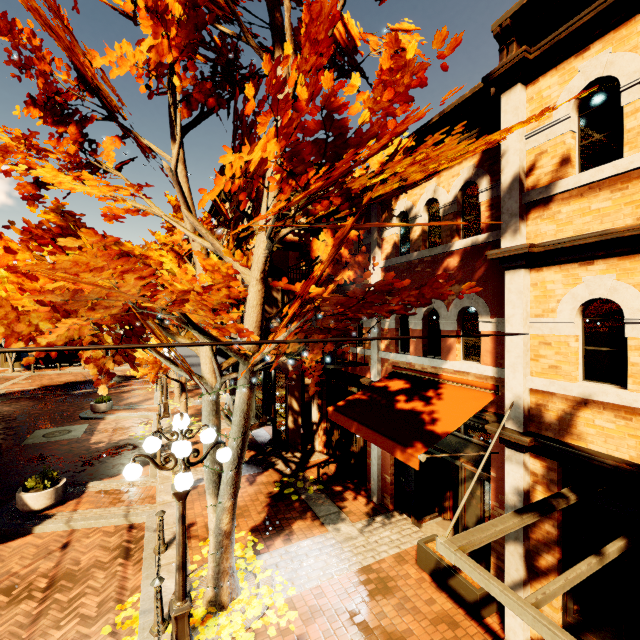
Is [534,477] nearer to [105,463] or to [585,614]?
[585,614]

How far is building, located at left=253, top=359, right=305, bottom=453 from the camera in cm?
1229

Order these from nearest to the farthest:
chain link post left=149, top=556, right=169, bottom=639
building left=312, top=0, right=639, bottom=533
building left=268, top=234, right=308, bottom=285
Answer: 1. building left=312, top=0, right=639, bottom=533
2. chain link post left=149, top=556, right=169, bottom=639
3. building left=268, top=234, right=308, bottom=285

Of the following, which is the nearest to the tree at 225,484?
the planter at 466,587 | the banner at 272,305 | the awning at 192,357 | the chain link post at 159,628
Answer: the awning at 192,357

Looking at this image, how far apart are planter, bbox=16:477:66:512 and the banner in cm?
664

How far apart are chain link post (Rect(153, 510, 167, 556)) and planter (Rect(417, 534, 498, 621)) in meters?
5.4 m

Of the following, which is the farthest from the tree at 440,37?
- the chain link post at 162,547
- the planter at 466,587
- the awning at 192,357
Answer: the planter at 466,587

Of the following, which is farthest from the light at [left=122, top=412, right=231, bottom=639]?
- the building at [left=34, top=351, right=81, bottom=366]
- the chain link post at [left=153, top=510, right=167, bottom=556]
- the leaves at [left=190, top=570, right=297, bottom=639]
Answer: the building at [left=34, top=351, right=81, bottom=366]
